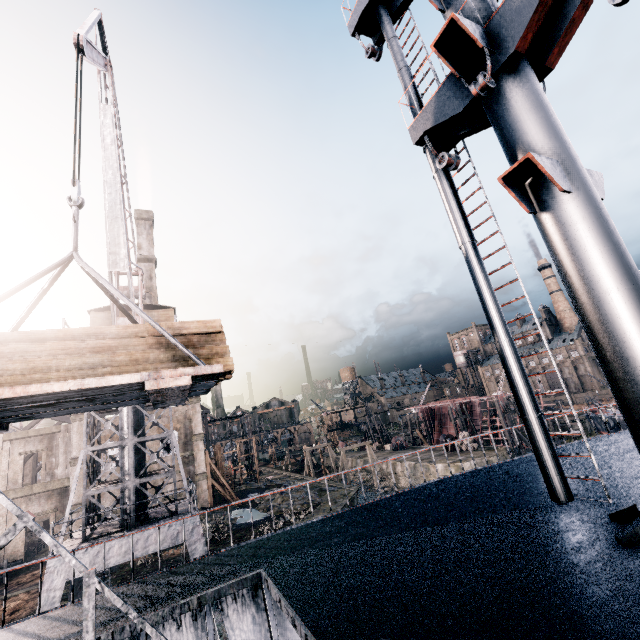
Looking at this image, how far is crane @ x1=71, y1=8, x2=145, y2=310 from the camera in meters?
9.2 m

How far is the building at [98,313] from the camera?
20.64m

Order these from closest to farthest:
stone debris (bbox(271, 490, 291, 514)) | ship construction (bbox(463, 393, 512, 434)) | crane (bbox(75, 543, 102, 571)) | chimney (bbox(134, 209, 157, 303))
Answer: crane (bbox(75, 543, 102, 571))
stone debris (bbox(271, 490, 291, 514))
chimney (bbox(134, 209, 157, 303))
ship construction (bbox(463, 393, 512, 434))

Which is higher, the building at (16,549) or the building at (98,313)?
the building at (98,313)

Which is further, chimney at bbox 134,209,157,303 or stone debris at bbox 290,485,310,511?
chimney at bbox 134,209,157,303

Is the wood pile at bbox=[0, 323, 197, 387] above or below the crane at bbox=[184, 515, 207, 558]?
above

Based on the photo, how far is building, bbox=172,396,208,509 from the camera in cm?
3756

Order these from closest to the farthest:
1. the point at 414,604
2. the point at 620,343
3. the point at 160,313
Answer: the point at 414,604
the point at 620,343
the point at 160,313
